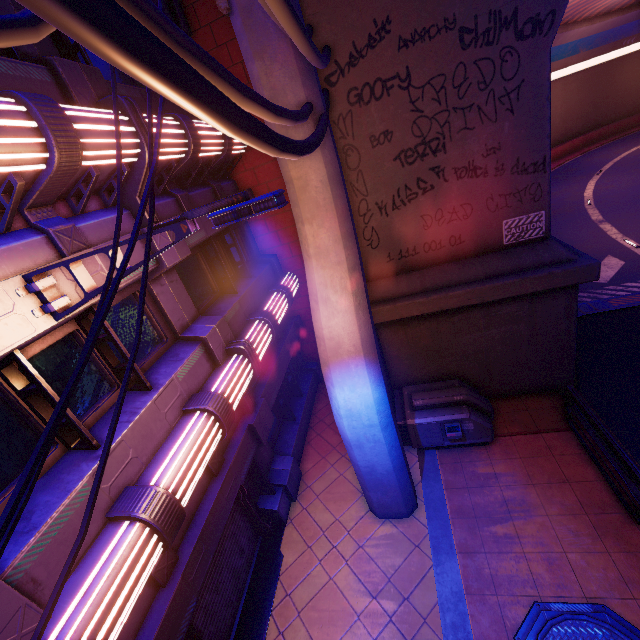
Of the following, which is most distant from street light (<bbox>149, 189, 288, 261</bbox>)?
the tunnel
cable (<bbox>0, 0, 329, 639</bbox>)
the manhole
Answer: the tunnel

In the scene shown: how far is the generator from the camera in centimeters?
810cm

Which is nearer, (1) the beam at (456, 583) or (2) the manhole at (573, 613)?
(2) the manhole at (573, 613)

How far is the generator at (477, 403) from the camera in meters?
8.1

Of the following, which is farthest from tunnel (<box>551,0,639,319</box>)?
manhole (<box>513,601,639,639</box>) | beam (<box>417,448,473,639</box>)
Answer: manhole (<box>513,601,639,639</box>)

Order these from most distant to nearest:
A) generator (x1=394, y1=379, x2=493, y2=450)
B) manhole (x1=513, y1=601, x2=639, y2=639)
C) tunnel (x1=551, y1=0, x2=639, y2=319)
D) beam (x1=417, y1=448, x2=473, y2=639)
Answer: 1. tunnel (x1=551, y1=0, x2=639, y2=319)
2. generator (x1=394, y1=379, x2=493, y2=450)
3. beam (x1=417, y1=448, x2=473, y2=639)
4. manhole (x1=513, y1=601, x2=639, y2=639)

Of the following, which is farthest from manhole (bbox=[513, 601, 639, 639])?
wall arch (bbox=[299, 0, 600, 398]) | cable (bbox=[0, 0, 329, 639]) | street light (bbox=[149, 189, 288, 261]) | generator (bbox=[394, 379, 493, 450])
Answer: street light (bbox=[149, 189, 288, 261])

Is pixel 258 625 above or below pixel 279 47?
below
